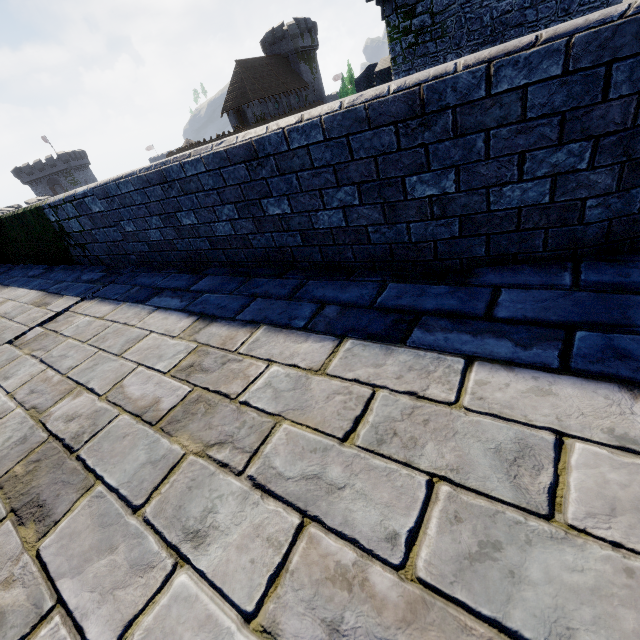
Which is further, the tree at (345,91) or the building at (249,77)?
the tree at (345,91)

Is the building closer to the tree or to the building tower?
the tree

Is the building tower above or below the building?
below

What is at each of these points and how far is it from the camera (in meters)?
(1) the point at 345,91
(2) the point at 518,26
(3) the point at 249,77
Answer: (1) tree, 54.78
(2) building tower, 11.81
(3) building, 48.00

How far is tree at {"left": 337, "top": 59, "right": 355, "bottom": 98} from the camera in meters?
54.5

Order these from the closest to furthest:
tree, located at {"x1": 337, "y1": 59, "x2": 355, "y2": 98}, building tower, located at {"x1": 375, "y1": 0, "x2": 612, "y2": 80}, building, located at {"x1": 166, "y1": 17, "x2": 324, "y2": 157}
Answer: building tower, located at {"x1": 375, "y1": 0, "x2": 612, "y2": 80} < building, located at {"x1": 166, "y1": 17, "x2": 324, "y2": 157} < tree, located at {"x1": 337, "y1": 59, "x2": 355, "y2": 98}

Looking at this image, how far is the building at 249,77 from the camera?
47.7 meters

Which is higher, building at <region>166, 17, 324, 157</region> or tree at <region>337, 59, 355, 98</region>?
building at <region>166, 17, 324, 157</region>
